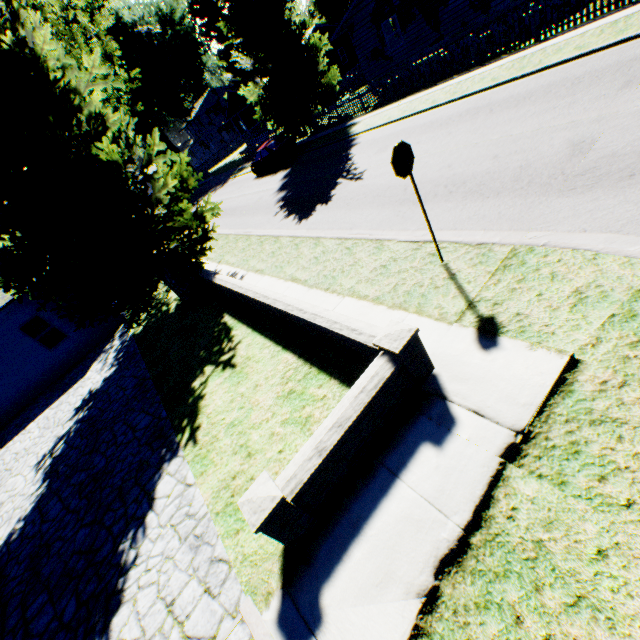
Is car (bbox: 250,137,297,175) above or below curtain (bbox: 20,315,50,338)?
below

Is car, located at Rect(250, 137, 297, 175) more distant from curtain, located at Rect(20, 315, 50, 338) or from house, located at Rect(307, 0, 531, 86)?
curtain, located at Rect(20, 315, 50, 338)

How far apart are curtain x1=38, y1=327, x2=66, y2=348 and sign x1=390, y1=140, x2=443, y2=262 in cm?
1600

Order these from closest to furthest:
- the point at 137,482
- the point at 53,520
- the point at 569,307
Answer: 1. the point at 569,307
2. the point at 137,482
3. the point at 53,520

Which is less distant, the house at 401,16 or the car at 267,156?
the house at 401,16

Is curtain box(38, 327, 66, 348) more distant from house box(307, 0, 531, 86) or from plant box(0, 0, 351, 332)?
house box(307, 0, 531, 86)

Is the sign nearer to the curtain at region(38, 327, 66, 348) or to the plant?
the plant

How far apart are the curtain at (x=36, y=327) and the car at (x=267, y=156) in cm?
1630
